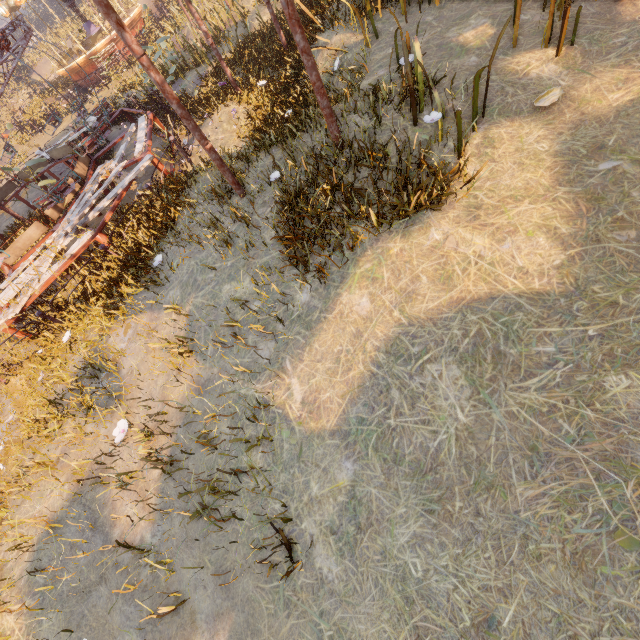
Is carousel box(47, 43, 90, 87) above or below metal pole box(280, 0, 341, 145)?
below

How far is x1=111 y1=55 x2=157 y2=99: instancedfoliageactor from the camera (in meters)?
13.08

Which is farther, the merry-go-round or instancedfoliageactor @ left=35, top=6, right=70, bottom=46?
instancedfoliageactor @ left=35, top=6, right=70, bottom=46

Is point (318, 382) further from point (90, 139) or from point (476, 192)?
point (90, 139)

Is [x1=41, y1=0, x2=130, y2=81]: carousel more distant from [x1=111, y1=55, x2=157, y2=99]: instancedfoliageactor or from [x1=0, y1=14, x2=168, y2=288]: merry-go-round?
[x1=0, y1=14, x2=168, y2=288]: merry-go-round

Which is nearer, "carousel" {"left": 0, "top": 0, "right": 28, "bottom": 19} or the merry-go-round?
the merry-go-round

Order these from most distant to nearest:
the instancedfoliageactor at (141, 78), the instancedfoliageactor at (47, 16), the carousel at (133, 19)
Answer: the instancedfoliageactor at (47, 16) < the carousel at (133, 19) < the instancedfoliageactor at (141, 78)

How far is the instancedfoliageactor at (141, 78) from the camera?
13.1 meters
